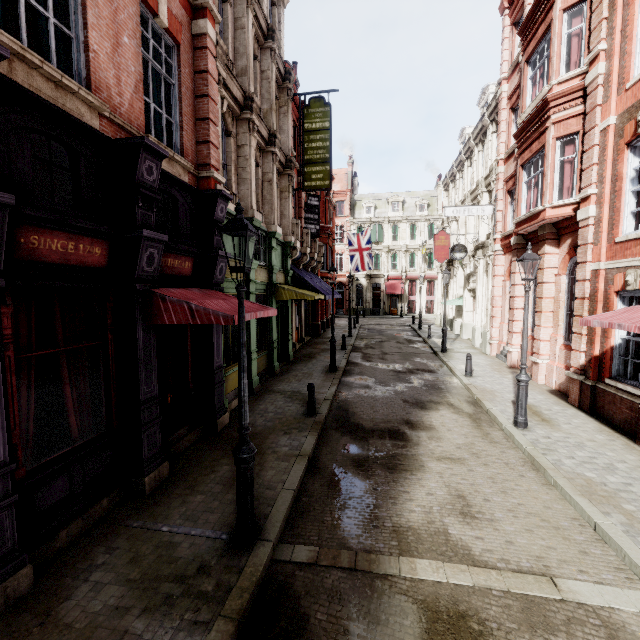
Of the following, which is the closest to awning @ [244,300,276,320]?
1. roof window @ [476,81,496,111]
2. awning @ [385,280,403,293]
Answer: roof window @ [476,81,496,111]

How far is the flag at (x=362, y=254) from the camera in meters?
25.0 m

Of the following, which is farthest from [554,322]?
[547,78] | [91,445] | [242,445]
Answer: [91,445]

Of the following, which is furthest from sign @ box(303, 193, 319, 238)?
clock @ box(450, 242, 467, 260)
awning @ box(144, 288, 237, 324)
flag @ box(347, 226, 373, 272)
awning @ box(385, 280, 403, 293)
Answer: awning @ box(385, 280, 403, 293)

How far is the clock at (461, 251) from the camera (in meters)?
19.91

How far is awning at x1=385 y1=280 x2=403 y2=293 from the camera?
44.16m

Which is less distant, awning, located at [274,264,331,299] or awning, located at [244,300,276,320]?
awning, located at [244,300,276,320]

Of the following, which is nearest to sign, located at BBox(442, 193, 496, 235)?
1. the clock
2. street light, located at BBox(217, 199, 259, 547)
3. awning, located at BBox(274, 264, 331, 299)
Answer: the clock
